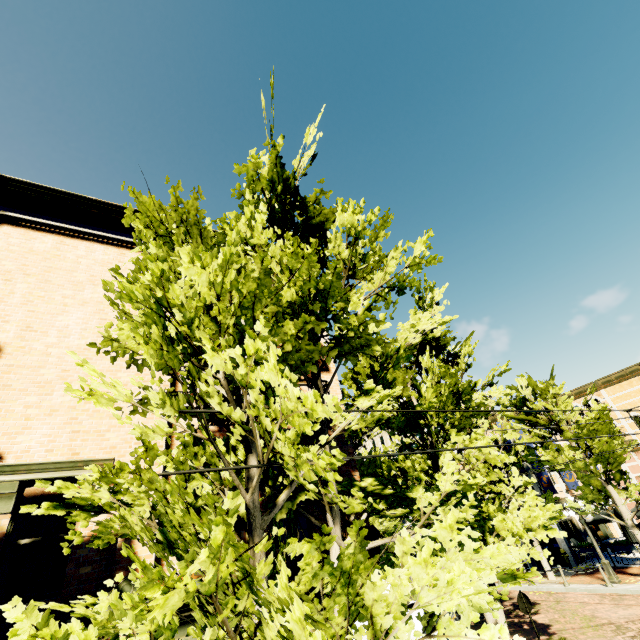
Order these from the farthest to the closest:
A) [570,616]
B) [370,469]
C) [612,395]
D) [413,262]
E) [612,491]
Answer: [612,395] < [612,491] < [370,469] < [570,616] < [413,262]

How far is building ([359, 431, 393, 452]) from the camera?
35.4m

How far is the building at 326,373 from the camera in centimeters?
918cm

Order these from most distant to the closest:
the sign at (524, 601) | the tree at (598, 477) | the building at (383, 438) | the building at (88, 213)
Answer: the building at (383, 438), the tree at (598, 477), the building at (88, 213), the sign at (524, 601)

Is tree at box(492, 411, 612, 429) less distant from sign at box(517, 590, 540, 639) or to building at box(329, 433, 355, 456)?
building at box(329, 433, 355, 456)

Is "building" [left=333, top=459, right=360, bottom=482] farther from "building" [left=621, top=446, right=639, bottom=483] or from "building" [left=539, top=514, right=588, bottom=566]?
"building" [left=621, top=446, right=639, bottom=483]

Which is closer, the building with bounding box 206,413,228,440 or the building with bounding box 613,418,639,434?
→ the building with bounding box 206,413,228,440
